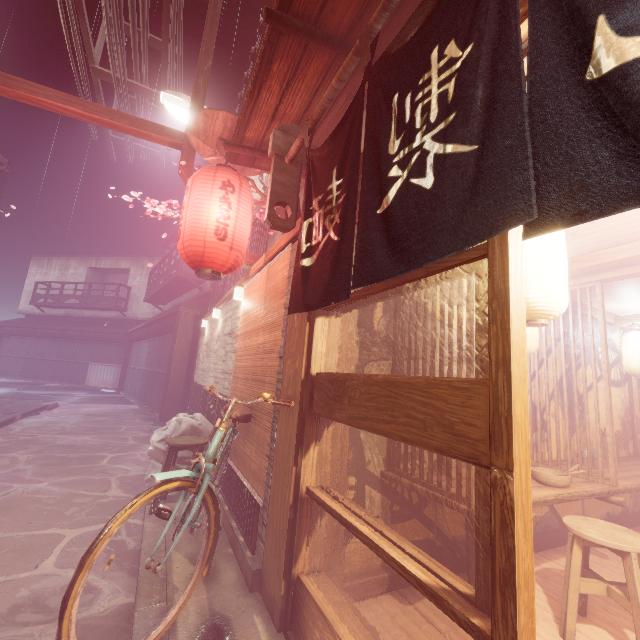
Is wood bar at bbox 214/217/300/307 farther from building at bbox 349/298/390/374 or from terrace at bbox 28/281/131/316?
terrace at bbox 28/281/131/316

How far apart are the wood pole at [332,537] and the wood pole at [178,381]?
14.1m

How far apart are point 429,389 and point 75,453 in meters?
13.5 m

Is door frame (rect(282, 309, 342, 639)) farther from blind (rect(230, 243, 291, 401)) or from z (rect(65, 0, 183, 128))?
z (rect(65, 0, 183, 128))

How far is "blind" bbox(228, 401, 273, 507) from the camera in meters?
4.9 m

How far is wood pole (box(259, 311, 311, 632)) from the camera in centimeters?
395cm

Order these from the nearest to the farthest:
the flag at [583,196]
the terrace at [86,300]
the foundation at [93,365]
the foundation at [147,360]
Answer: the flag at [583,196] → the foundation at [147,360] → the foundation at [93,365] → the terrace at [86,300]

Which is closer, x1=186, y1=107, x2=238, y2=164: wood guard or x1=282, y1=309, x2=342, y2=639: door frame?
x1=282, y1=309, x2=342, y2=639: door frame
